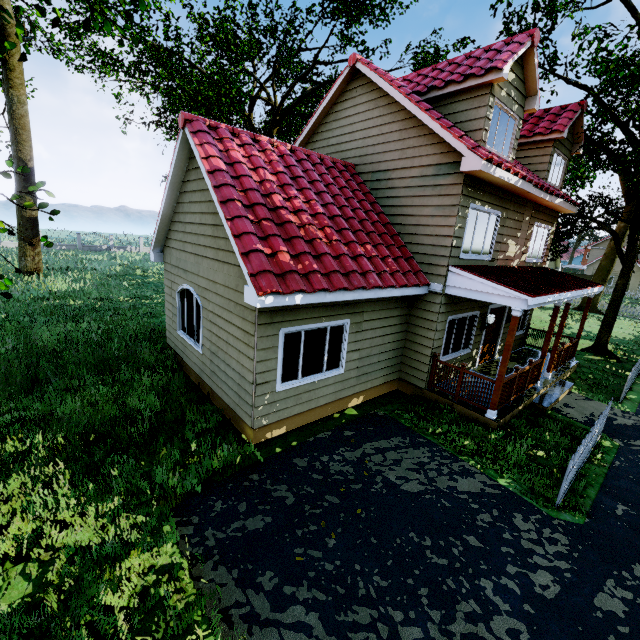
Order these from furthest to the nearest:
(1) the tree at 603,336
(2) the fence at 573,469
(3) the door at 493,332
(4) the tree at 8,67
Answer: (4) the tree at 8,67 → (3) the door at 493,332 → (1) the tree at 603,336 → (2) the fence at 573,469

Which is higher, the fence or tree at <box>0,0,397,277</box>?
tree at <box>0,0,397,277</box>

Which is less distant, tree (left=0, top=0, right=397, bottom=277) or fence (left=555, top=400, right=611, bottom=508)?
fence (left=555, top=400, right=611, bottom=508)

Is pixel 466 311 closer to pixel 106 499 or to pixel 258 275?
pixel 258 275

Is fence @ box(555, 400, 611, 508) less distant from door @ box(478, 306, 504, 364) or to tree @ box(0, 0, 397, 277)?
tree @ box(0, 0, 397, 277)

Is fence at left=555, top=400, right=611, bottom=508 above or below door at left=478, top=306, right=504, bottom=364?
below

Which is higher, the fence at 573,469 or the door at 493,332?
the door at 493,332
